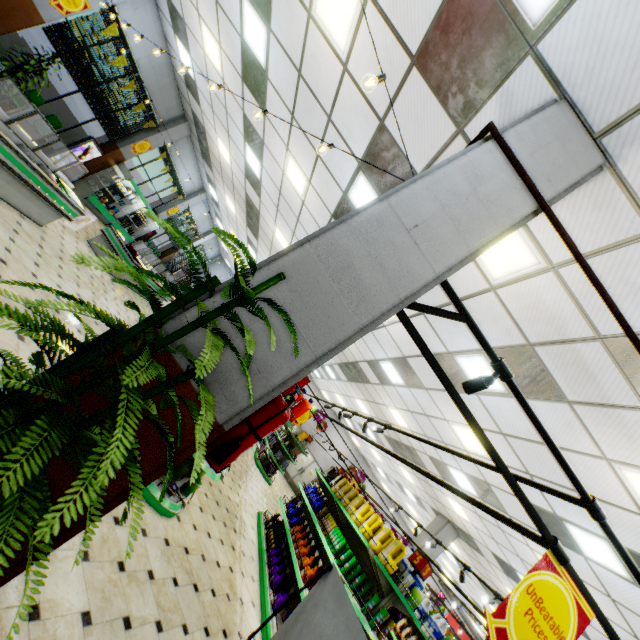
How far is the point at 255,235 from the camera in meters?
13.4 m

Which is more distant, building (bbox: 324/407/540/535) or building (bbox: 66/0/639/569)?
building (bbox: 324/407/540/535)

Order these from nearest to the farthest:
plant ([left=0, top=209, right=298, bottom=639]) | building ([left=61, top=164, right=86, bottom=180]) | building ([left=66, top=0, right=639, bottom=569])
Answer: plant ([left=0, top=209, right=298, bottom=639]), building ([left=66, top=0, right=639, bottom=569]), building ([left=61, top=164, right=86, bottom=180])

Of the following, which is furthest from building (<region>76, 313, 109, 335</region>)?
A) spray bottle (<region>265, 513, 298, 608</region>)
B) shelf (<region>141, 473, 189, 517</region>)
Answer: spray bottle (<region>265, 513, 298, 608</region>)

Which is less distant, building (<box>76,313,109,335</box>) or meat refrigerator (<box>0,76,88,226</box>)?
meat refrigerator (<box>0,76,88,226</box>)

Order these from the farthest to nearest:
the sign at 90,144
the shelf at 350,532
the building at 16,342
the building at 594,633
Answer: the sign at 90,144 < the building at 594,633 < the shelf at 350,532 < the building at 16,342

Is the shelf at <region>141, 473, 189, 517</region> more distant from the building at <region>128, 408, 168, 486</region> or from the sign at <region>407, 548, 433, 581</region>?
the sign at <region>407, 548, 433, 581</region>

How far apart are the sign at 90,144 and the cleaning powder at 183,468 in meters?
11.3
